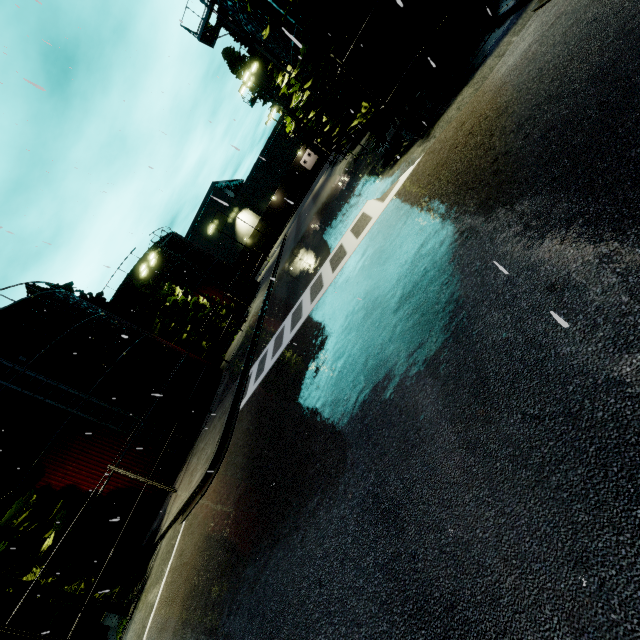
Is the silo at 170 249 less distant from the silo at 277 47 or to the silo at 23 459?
the silo at 23 459

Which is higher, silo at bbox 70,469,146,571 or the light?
the light

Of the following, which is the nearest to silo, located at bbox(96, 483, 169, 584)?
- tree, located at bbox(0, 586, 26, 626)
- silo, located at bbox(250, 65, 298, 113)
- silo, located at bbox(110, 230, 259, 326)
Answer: tree, located at bbox(0, 586, 26, 626)

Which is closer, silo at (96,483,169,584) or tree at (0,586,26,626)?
tree at (0,586,26,626)

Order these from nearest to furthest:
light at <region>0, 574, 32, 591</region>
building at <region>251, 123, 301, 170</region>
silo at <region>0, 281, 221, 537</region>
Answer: light at <region>0, 574, 32, 591</region> → silo at <region>0, 281, 221, 537</region> → building at <region>251, 123, 301, 170</region>

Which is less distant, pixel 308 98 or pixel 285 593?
pixel 285 593

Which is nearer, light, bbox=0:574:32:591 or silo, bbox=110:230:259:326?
light, bbox=0:574:32:591

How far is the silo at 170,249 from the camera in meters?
33.0
